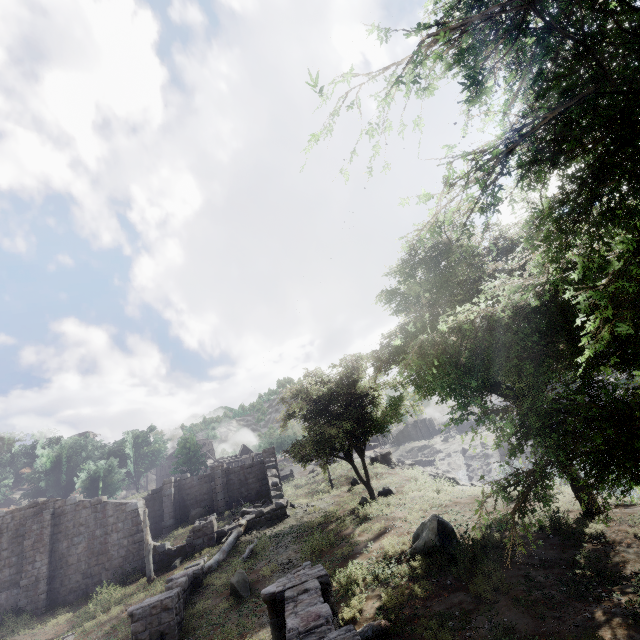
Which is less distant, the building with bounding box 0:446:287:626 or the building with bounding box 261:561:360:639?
the building with bounding box 261:561:360:639

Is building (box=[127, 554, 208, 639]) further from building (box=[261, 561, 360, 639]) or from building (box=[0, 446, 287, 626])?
building (box=[0, 446, 287, 626])

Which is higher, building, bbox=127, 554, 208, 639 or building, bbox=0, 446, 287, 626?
building, bbox=0, 446, 287, 626

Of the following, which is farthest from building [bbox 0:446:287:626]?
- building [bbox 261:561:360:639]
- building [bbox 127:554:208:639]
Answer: building [bbox 127:554:208:639]

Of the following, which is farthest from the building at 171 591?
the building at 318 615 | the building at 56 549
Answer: the building at 56 549

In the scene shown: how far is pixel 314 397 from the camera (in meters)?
19.81

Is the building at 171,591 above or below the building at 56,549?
below
